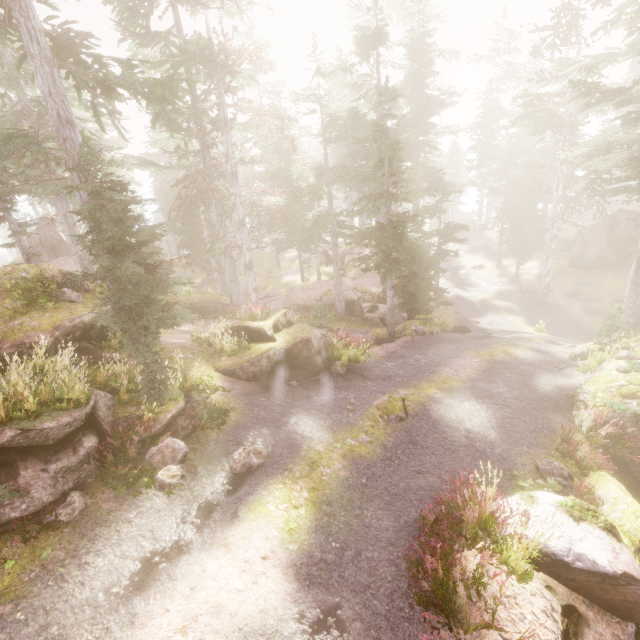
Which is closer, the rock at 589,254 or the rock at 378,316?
the rock at 378,316

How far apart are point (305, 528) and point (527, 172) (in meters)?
33.83

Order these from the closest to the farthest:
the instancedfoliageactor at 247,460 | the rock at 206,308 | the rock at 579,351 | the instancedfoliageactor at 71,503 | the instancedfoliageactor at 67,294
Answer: the instancedfoliageactor at 71,503 → the instancedfoliageactor at 247,460 → the instancedfoliageactor at 67,294 → the rock at 579,351 → the rock at 206,308

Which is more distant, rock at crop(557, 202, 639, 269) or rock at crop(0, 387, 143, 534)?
rock at crop(557, 202, 639, 269)

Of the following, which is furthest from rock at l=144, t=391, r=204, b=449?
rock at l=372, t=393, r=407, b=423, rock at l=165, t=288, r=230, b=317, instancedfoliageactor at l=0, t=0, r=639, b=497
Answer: rock at l=165, t=288, r=230, b=317

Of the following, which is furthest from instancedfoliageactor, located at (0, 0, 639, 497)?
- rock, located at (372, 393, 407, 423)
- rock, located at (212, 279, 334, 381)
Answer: rock, located at (372, 393, 407, 423)

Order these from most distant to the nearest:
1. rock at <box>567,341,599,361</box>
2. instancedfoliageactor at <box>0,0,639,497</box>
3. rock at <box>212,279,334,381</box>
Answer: rock at <box>567,341,599,361</box> < rock at <box>212,279,334,381</box> < instancedfoliageactor at <box>0,0,639,497</box>
